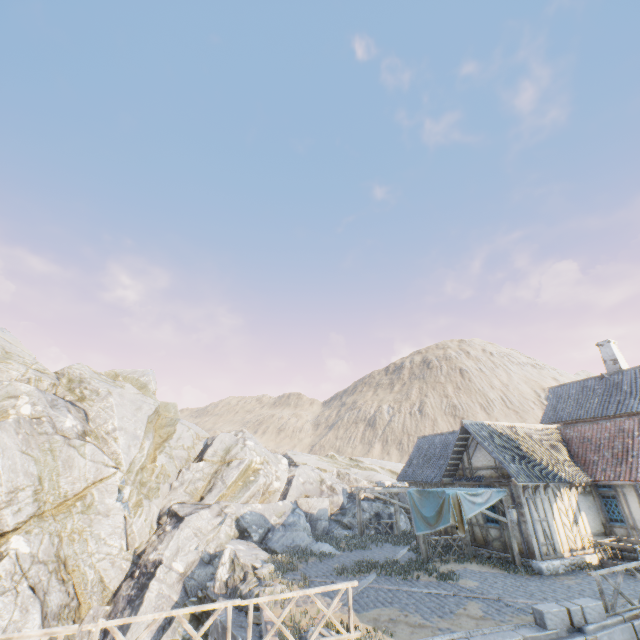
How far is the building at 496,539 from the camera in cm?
1523

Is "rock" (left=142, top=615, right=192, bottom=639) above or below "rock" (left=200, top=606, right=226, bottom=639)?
below

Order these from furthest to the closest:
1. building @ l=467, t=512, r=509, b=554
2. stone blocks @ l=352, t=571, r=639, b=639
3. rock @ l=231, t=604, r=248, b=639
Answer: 1. building @ l=467, t=512, r=509, b=554
2. rock @ l=231, t=604, r=248, b=639
3. stone blocks @ l=352, t=571, r=639, b=639

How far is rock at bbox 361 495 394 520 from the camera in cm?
2348

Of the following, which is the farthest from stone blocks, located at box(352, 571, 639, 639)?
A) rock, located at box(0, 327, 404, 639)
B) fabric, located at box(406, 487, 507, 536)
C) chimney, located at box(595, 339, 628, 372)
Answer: chimney, located at box(595, 339, 628, 372)

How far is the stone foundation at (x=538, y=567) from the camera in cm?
1333

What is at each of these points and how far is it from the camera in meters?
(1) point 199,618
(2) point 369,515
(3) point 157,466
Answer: (1) rock, 14.0 m
(2) rock, 23.9 m
(3) rock, 22.4 m
